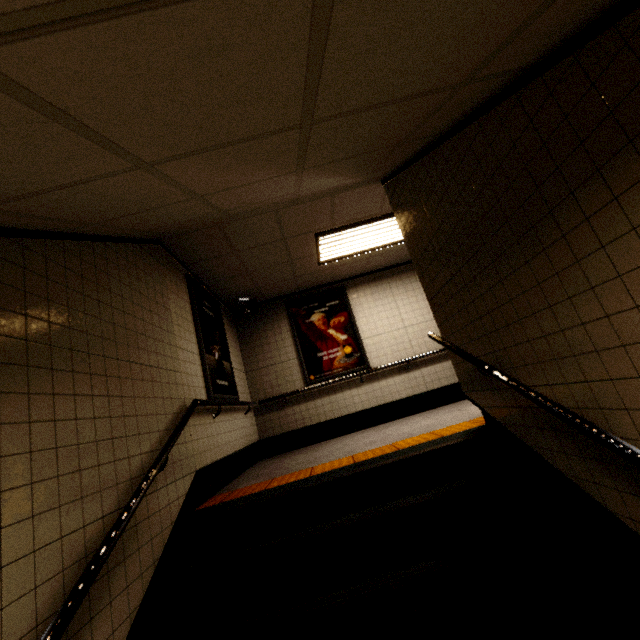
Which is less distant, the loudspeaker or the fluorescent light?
the fluorescent light

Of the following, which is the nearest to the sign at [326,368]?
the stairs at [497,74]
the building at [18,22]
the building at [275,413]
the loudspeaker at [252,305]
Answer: the building at [275,413]

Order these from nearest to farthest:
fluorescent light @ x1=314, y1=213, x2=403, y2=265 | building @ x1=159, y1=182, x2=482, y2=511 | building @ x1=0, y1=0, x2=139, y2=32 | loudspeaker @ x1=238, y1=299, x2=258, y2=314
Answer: building @ x1=0, y1=0, x2=139, y2=32 < building @ x1=159, y1=182, x2=482, y2=511 < fluorescent light @ x1=314, y1=213, x2=403, y2=265 < loudspeaker @ x1=238, y1=299, x2=258, y2=314

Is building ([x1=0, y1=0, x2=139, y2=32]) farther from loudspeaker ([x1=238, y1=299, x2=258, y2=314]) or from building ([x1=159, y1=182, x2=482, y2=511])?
loudspeaker ([x1=238, y1=299, x2=258, y2=314])

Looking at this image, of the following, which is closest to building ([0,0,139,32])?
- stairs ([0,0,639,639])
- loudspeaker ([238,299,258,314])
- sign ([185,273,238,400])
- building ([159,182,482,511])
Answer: stairs ([0,0,639,639])

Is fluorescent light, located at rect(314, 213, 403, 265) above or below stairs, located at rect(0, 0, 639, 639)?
above

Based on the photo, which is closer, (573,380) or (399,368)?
(573,380)

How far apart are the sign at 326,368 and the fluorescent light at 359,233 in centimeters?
115cm
